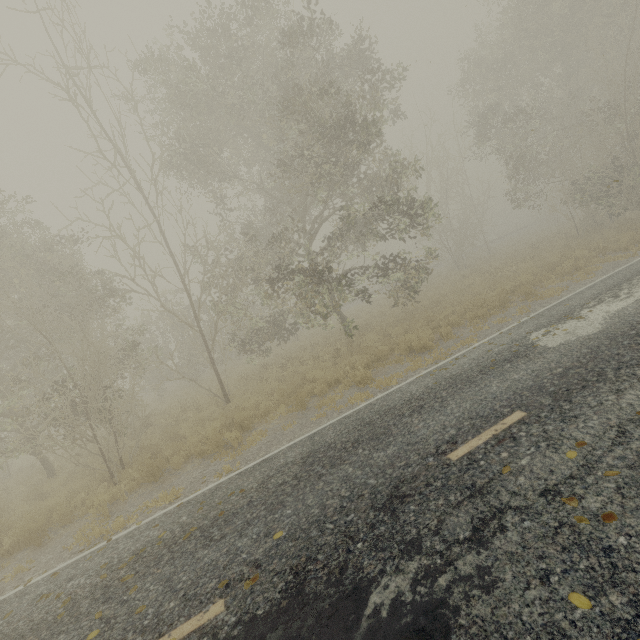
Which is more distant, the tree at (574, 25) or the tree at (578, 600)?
the tree at (574, 25)

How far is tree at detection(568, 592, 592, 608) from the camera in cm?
251

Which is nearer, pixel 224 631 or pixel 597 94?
pixel 224 631

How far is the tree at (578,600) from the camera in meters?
2.5

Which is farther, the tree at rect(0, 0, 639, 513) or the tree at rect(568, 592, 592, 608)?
the tree at rect(0, 0, 639, 513)

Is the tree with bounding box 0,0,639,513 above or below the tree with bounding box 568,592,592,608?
above
